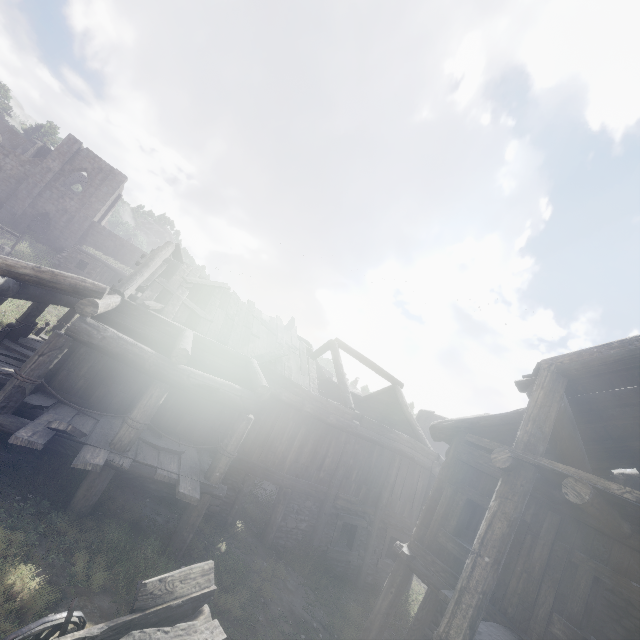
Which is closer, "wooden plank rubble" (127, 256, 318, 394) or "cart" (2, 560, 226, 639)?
"cart" (2, 560, 226, 639)

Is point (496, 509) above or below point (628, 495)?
below

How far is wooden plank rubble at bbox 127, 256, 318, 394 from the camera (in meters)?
10.96

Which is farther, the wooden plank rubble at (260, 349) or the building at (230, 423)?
the wooden plank rubble at (260, 349)

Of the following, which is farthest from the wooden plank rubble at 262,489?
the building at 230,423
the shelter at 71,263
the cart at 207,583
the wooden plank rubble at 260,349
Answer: the shelter at 71,263

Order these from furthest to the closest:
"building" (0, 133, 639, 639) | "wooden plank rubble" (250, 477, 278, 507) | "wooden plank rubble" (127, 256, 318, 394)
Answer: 1. "wooden plank rubble" (250, 477, 278, 507)
2. "wooden plank rubble" (127, 256, 318, 394)
3. "building" (0, 133, 639, 639)

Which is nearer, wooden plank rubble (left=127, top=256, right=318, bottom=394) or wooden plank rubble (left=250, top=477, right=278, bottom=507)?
wooden plank rubble (left=127, top=256, right=318, bottom=394)

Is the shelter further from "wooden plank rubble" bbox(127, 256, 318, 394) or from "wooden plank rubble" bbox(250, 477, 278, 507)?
Result: "wooden plank rubble" bbox(127, 256, 318, 394)
